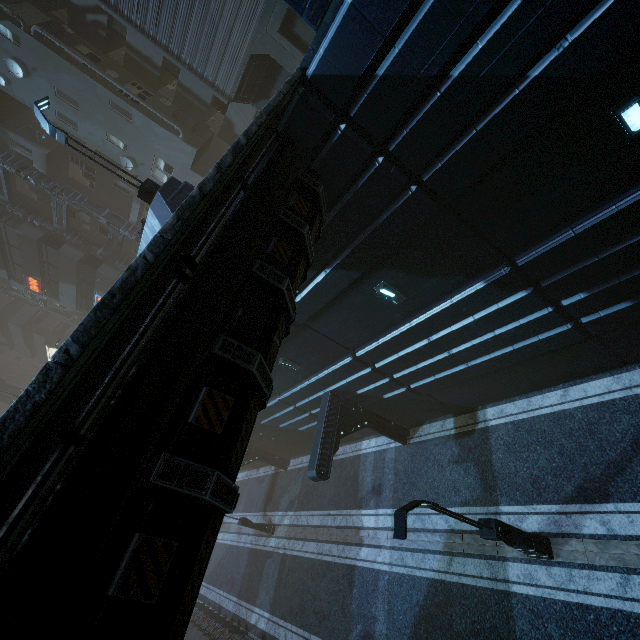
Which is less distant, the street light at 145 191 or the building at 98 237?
the street light at 145 191

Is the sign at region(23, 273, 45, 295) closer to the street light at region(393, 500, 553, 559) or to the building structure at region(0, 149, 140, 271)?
the building structure at region(0, 149, 140, 271)

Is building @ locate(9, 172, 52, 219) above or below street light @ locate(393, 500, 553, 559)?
above

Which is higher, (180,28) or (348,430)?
(180,28)

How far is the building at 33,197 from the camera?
25.02m

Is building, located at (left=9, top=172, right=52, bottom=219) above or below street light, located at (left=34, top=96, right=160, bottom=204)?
above

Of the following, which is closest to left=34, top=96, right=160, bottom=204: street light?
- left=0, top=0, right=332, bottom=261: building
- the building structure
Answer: left=0, top=0, right=332, bottom=261: building
